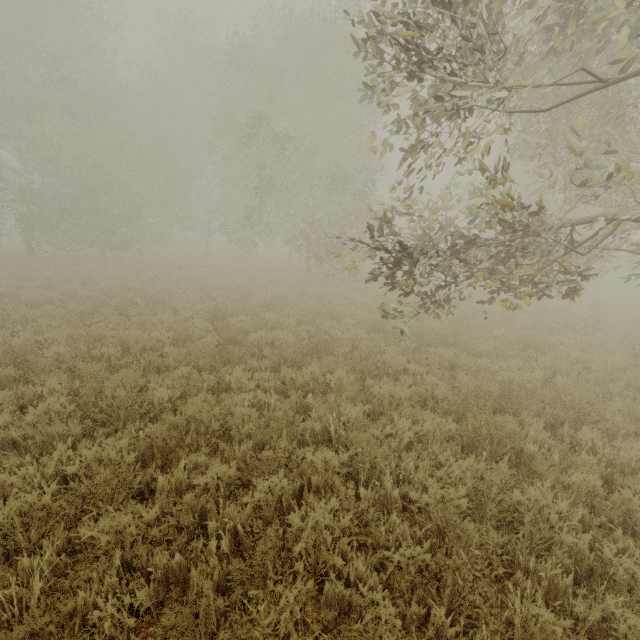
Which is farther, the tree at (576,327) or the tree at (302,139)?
the tree at (576,327)

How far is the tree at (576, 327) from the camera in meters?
9.1 m

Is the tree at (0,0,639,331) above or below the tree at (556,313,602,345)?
above

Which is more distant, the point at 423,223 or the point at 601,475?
the point at 423,223

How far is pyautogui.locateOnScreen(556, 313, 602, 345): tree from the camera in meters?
9.1 m

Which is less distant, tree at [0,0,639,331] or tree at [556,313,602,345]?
tree at [0,0,639,331]
